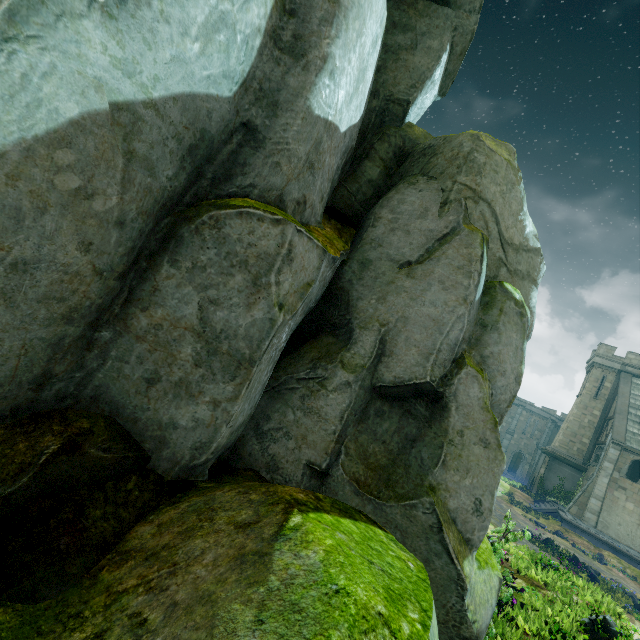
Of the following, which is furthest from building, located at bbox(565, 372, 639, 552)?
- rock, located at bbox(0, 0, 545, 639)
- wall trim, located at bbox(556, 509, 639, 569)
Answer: rock, located at bbox(0, 0, 545, 639)

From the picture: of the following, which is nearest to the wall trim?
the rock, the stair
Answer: the stair

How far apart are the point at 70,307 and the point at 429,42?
9.2m

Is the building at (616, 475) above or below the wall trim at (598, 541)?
above

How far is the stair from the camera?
24.6m

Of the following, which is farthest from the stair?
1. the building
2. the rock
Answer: the rock

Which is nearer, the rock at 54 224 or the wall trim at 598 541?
the rock at 54 224

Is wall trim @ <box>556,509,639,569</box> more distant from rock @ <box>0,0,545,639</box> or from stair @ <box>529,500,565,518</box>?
rock @ <box>0,0,545,639</box>
